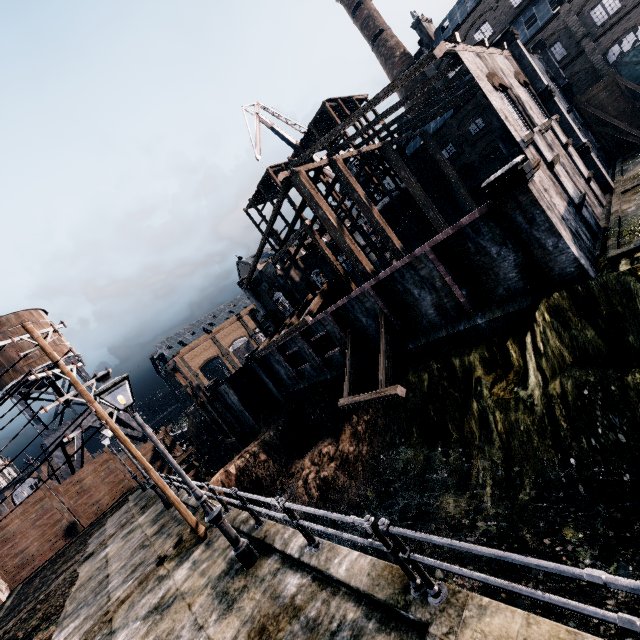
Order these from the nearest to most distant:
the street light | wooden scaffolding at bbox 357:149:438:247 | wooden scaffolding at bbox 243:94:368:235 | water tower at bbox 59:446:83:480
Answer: the street light < water tower at bbox 59:446:83:480 < wooden scaffolding at bbox 357:149:438:247 < wooden scaffolding at bbox 243:94:368:235

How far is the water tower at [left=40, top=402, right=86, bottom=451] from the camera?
32.72m

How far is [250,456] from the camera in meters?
28.0 m

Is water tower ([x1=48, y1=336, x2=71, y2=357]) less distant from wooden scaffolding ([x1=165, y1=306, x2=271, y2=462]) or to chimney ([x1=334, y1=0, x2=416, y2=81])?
wooden scaffolding ([x1=165, y1=306, x2=271, y2=462])

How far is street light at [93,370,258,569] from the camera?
7.47m

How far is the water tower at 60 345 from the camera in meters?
35.6 m

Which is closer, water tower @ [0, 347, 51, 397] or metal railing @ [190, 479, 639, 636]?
metal railing @ [190, 479, 639, 636]
